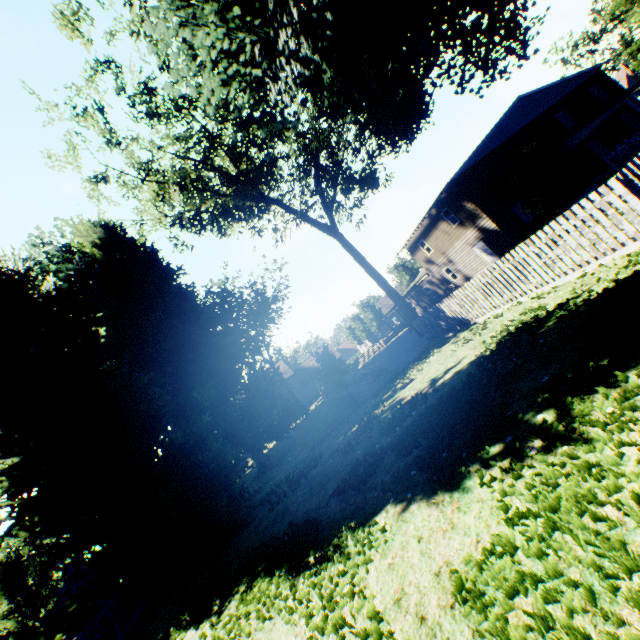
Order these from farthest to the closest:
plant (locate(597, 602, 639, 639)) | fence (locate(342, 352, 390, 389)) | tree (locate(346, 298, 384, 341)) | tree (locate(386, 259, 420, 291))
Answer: tree (locate(386, 259, 420, 291))
tree (locate(346, 298, 384, 341))
fence (locate(342, 352, 390, 389))
plant (locate(597, 602, 639, 639))

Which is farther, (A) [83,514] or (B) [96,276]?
(B) [96,276]

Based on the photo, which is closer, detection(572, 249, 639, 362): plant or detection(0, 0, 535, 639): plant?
detection(572, 249, 639, 362): plant

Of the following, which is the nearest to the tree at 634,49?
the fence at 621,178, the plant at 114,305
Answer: the fence at 621,178

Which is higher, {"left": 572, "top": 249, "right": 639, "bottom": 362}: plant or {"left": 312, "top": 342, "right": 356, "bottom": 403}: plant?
{"left": 312, "top": 342, "right": 356, "bottom": 403}: plant

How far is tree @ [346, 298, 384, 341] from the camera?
48.21m

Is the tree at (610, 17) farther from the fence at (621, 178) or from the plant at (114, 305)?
the plant at (114, 305)
